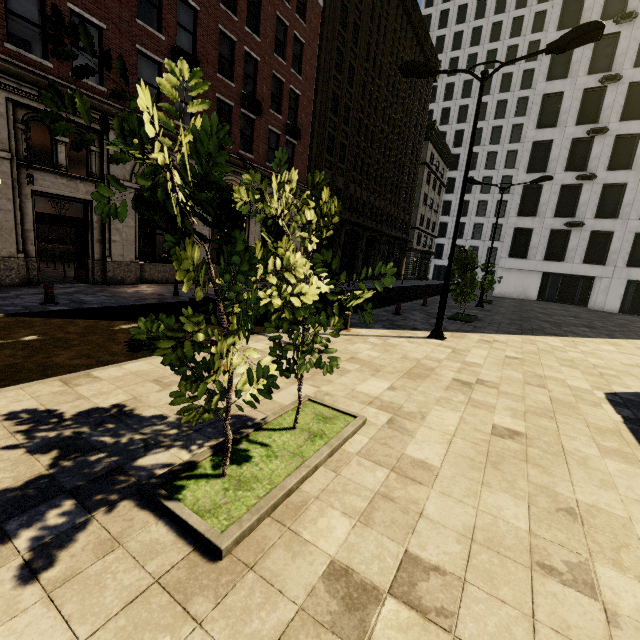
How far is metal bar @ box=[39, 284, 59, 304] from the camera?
9.0m

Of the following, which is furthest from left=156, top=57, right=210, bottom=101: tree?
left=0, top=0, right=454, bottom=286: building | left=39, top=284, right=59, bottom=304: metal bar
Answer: left=39, top=284, right=59, bottom=304: metal bar

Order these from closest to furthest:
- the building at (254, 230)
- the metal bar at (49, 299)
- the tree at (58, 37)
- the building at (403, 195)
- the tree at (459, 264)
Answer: the tree at (58, 37) < the metal bar at (49, 299) < the building at (403, 195) < the tree at (459, 264) < the building at (254, 230)

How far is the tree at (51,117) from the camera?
1.64m

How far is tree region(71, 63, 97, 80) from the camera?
1.79m

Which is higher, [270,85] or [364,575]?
[270,85]
